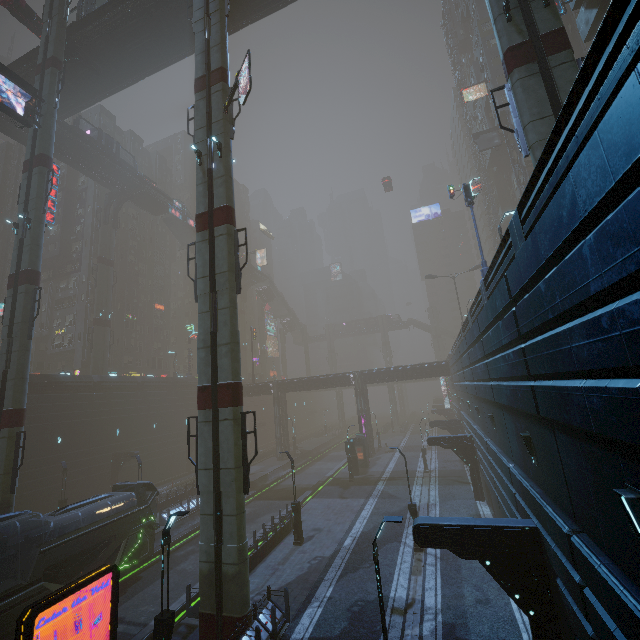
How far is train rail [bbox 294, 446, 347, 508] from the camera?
34.28m

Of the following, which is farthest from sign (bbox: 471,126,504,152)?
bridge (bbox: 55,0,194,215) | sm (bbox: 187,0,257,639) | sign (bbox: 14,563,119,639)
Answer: sign (bbox: 14,563,119,639)

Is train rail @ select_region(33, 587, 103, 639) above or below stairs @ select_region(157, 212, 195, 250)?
below

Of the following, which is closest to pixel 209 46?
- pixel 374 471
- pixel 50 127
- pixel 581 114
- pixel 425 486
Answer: pixel 50 127

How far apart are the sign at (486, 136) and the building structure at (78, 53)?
43.5m

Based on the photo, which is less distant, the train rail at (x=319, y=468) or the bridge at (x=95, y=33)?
the bridge at (x=95, y=33)

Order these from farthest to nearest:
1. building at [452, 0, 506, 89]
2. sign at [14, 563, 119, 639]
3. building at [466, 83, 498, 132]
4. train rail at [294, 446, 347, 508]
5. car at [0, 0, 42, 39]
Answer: building at [466, 83, 498, 132] < building at [452, 0, 506, 89] < train rail at [294, 446, 347, 508] < car at [0, 0, 42, 39] < sign at [14, 563, 119, 639]

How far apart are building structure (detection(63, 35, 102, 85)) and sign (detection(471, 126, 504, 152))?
43.5m
